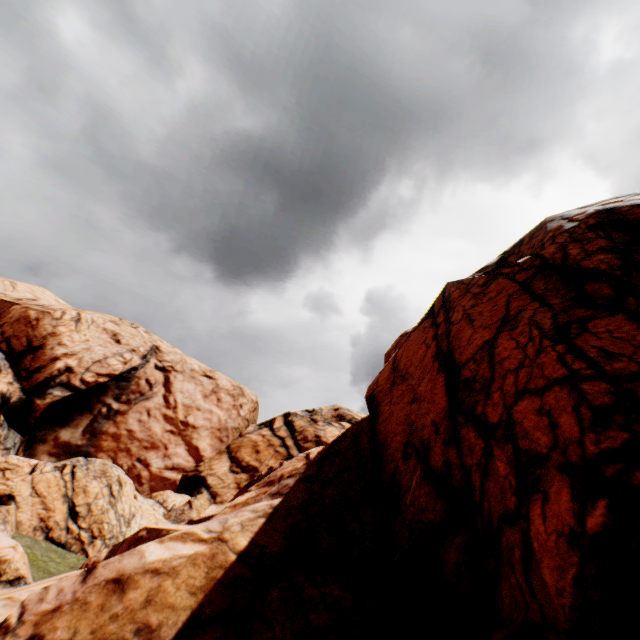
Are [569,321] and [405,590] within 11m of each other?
yes
